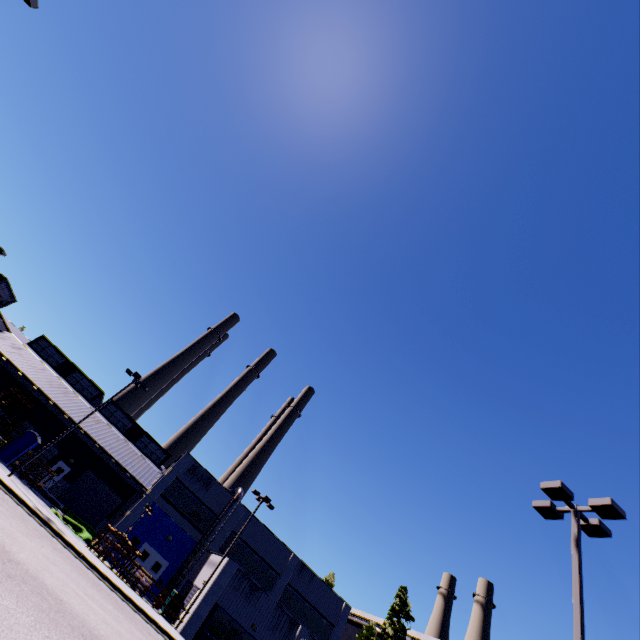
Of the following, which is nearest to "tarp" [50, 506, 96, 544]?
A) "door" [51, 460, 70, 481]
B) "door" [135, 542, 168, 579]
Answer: "door" [135, 542, 168, 579]

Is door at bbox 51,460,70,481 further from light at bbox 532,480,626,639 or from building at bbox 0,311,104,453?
light at bbox 532,480,626,639

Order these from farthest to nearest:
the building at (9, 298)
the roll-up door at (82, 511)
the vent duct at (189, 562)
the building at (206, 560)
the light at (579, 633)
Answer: the building at (9, 298) → the roll-up door at (82, 511) → the vent duct at (189, 562) → the building at (206, 560) → the light at (579, 633)

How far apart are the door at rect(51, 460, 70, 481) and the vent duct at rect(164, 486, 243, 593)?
4.7 meters

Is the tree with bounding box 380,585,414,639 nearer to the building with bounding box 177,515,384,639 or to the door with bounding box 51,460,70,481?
the building with bounding box 177,515,384,639

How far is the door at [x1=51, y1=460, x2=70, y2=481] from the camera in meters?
33.9

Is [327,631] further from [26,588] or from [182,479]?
[26,588]

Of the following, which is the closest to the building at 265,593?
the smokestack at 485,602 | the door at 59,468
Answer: the door at 59,468
